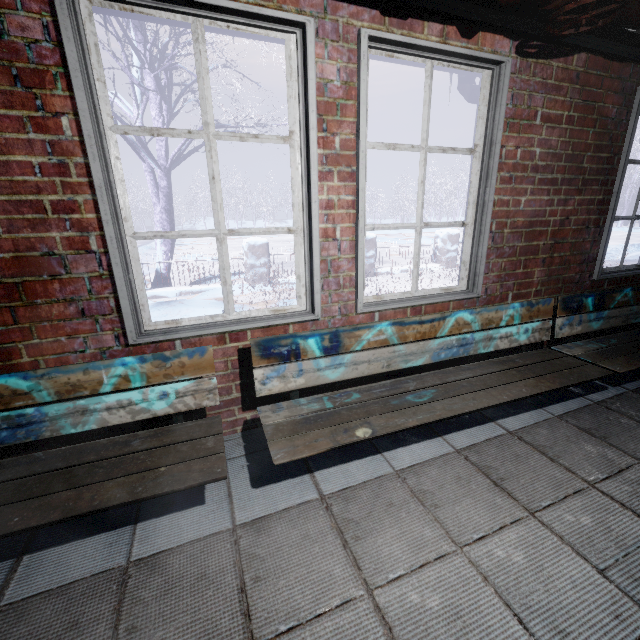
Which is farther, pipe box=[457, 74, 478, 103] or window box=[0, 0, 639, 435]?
pipe box=[457, 74, 478, 103]

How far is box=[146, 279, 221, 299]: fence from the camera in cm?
557

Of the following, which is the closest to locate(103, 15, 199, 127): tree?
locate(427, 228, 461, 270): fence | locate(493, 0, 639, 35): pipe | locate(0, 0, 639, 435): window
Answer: locate(427, 228, 461, 270): fence

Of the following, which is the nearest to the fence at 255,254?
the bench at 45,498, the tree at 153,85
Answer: the tree at 153,85

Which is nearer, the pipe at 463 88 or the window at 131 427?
the window at 131 427

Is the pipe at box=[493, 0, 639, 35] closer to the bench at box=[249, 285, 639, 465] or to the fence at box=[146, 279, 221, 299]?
the bench at box=[249, 285, 639, 465]

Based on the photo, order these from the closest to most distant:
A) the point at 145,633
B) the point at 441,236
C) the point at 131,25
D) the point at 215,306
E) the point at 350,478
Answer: the point at 145,633 → the point at 350,478 → the point at 215,306 → the point at 131,25 → the point at 441,236

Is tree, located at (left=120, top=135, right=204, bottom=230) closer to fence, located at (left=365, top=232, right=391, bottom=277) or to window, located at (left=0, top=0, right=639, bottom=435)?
fence, located at (left=365, top=232, right=391, bottom=277)
